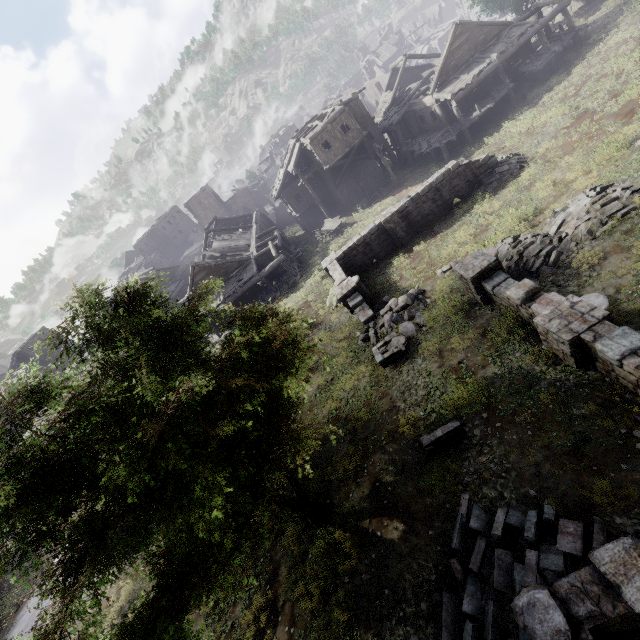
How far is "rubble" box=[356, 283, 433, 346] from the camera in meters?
15.1

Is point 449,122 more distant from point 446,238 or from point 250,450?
point 250,450

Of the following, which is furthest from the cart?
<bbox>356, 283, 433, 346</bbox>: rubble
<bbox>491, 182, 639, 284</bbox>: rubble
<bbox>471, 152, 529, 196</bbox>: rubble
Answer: <bbox>491, 182, 639, 284</bbox>: rubble

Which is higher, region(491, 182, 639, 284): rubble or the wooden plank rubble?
the wooden plank rubble

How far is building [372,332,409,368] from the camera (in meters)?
14.02

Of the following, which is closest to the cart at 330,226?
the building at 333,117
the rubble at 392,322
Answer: the building at 333,117

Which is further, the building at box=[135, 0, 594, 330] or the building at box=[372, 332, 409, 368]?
the building at box=[135, 0, 594, 330]

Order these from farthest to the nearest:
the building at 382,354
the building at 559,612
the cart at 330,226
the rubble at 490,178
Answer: the cart at 330,226 < the rubble at 490,178 < the building at 382,354 < the building at 559,612
